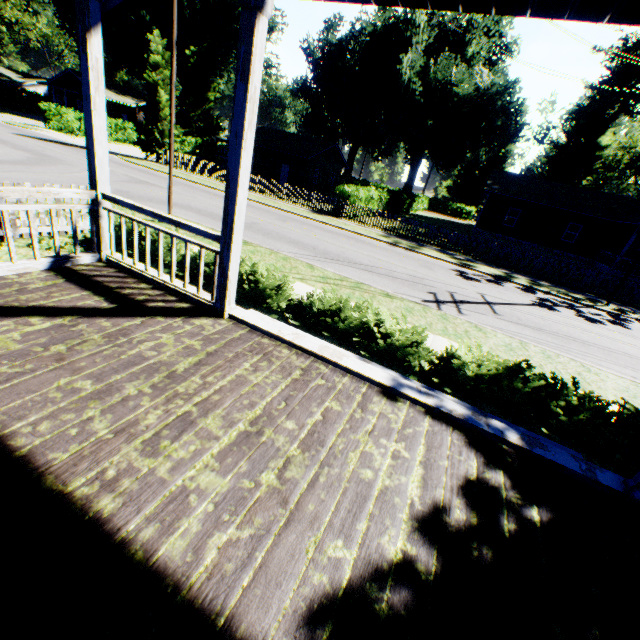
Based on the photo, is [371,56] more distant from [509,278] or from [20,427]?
[20,427]

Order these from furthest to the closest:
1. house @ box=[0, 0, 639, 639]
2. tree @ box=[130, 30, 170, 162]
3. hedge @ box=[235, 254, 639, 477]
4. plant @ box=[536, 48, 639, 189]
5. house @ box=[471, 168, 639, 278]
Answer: plant @ box=[536, 48, 639, 189] < house @ box=[471, 168, 639, 278] < tree @ box=[130, 30, 170, 162] < hedge @ box=[235, 254, 639, 477] < house @ box=[0, 0, 639, 639]

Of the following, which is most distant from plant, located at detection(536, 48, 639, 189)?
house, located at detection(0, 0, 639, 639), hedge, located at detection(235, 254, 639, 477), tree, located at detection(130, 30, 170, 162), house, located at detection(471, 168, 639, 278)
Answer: house, located at detection(0, 0, 639, 639)

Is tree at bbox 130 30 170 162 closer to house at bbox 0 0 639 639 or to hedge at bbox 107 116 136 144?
hedge at bbox 107 116 136 144

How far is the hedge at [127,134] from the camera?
37.49m

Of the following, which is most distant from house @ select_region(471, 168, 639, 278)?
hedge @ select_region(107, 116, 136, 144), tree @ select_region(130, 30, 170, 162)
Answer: hedge @ select_region(107, 116, 136, 144)

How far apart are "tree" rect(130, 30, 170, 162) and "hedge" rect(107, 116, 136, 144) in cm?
1364

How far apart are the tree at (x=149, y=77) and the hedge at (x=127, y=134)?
13.6 meters
